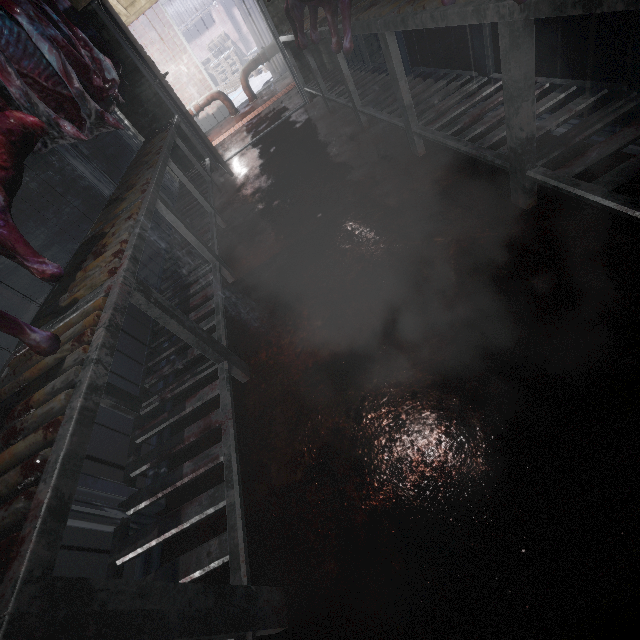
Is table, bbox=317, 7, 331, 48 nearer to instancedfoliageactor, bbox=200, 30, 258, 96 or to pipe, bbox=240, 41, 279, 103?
pipe, bbox=240, 41, 279, 103

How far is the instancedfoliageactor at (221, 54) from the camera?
10.68m

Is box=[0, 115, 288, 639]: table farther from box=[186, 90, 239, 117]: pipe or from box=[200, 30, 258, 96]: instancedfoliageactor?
box=[200, 30, 258, 96]: instancedfoliageactor

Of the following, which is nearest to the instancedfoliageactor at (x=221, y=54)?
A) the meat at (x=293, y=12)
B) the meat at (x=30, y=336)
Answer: the meat at (x=293, y=12)

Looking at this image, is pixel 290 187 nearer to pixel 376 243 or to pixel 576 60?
pixel 376 243

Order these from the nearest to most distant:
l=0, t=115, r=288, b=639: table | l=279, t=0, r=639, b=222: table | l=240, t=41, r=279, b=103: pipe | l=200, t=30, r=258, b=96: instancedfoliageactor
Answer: l=0, t=115, r=288, b=639: table
l=279, t=0, r=639, b=222: table
l=240, t=41, r=279, b=103: pipe
l=200, t=30, r=258, b=96: instancedfoliageactor

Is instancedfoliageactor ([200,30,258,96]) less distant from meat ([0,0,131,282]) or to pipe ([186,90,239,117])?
pipe ([186,90,239,117])

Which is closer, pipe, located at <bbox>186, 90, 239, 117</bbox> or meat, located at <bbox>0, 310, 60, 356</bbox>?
meat, located at <bbox>0, 310, 60, 356</bbox>
